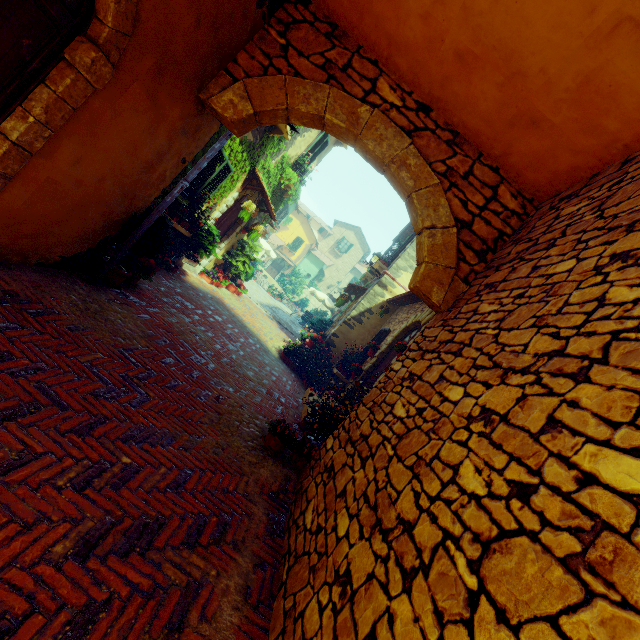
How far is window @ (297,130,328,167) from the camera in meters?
10.5

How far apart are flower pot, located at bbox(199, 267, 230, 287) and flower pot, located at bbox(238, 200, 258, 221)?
1.6m

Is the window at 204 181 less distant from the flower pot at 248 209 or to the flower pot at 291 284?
the flower pot at 248 209

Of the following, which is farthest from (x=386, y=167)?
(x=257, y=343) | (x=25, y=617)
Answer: (x=257, y=343)

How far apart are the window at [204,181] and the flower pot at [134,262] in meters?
1.7 m

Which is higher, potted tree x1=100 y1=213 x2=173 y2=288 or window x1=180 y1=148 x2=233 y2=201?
window x1=180 y1=148 x2=233 y2=201

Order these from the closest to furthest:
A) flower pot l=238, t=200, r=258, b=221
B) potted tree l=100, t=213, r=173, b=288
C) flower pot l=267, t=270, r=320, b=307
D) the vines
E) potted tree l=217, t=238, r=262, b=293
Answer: potted tree l=100, t=213, r=173, b=288, the vines, flower pot l=238, t=200, r=258, b=221, potted tree l=217, t=238, r=262, b=293, flower pot l=267, t=270, r=320, b=307

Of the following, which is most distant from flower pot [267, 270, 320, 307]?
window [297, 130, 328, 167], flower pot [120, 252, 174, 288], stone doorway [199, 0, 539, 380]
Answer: stone doorway [199, 0, 539, 380]
